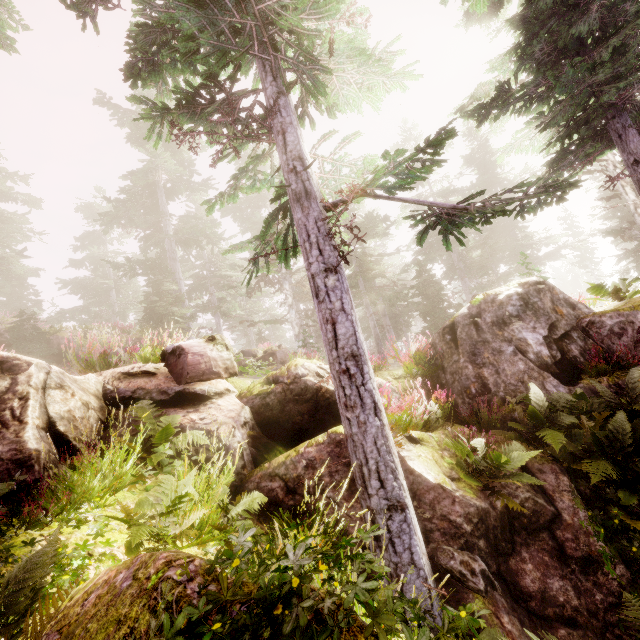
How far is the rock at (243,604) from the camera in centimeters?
164cm

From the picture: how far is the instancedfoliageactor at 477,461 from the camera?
4.6 meters

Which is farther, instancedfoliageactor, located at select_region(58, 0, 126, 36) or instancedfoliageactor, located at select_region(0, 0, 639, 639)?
instancedfoliageactor, located at select_region(58, 0, 126, 36)

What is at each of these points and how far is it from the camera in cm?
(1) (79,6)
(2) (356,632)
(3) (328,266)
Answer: (1) instancedfoliageactor, 484
(2) rock, 149
(3) instancedfoliageactor, 473

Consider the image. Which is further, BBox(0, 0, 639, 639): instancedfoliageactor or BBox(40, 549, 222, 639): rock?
BBox(0, 0, 639, 639): instancedfoliageactor

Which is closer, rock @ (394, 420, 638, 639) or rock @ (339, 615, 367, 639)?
rock @ (339, 615, 367, 639)

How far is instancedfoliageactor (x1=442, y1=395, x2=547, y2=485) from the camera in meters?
4.6
